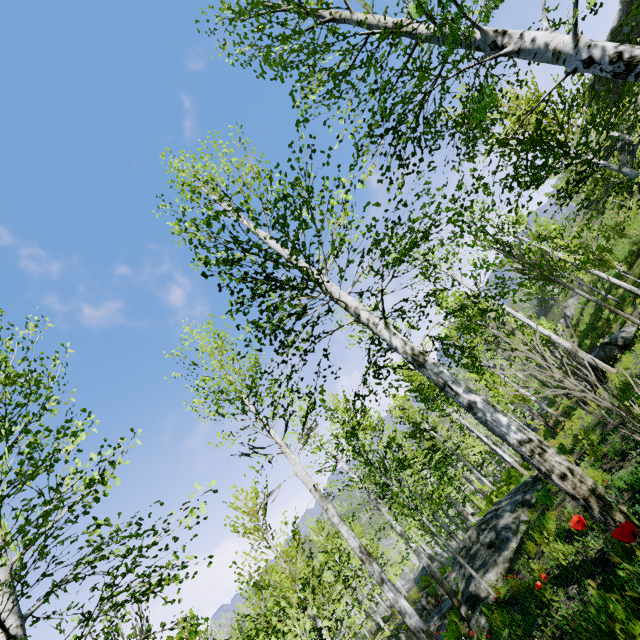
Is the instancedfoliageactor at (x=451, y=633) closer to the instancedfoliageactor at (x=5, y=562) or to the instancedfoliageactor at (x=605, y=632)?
the instancedfoliageactor at (x=605, y=632)

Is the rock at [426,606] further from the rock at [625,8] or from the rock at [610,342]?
the rock at [625,8]

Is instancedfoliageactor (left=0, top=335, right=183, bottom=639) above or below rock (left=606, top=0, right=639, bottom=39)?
below

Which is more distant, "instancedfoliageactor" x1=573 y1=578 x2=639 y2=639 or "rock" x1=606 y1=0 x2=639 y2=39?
"rock" x1=606 y1=0 x2=639 y2=39

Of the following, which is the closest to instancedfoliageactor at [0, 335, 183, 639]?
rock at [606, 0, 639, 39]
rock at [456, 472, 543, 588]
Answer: rock at [456, 472, 543, 588]

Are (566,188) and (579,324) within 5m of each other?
no

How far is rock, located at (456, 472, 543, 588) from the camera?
9.0m

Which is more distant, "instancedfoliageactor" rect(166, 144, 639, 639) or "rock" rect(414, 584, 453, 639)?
"rock" rect(414, 584, 453, 639)
